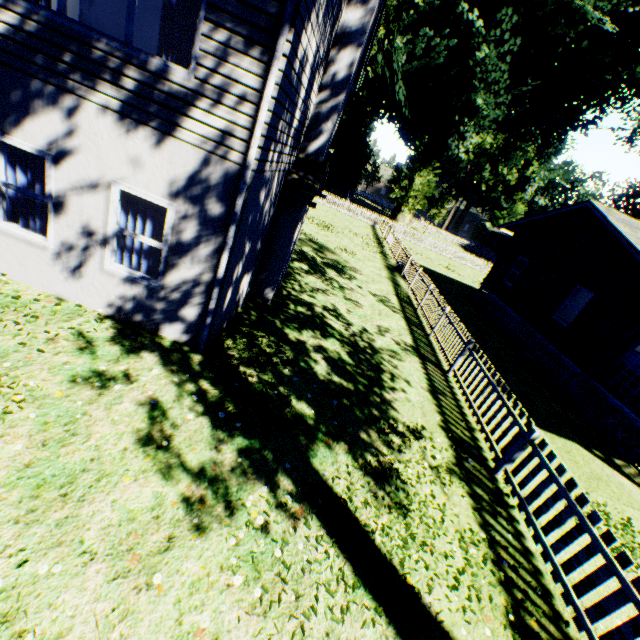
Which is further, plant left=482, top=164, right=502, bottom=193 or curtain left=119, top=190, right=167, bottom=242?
plant left=482, top=164, right=502, bottom=193

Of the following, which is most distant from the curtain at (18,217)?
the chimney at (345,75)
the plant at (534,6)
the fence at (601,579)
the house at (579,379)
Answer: the plant at (534,6)

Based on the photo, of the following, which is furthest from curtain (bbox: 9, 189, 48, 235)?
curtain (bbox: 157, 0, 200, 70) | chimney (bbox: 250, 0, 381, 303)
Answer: chimney (bbox: 250, 0, 381, 303)

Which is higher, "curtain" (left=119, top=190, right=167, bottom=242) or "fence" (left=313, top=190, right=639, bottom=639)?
"curtain" (left=119, top=190, right=167, bottom=242)

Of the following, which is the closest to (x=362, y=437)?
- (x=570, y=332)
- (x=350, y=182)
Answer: (x=570, y=332)

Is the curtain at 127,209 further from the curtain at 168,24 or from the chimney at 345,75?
the chimney at 345,75

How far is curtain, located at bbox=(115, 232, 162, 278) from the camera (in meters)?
5.89
